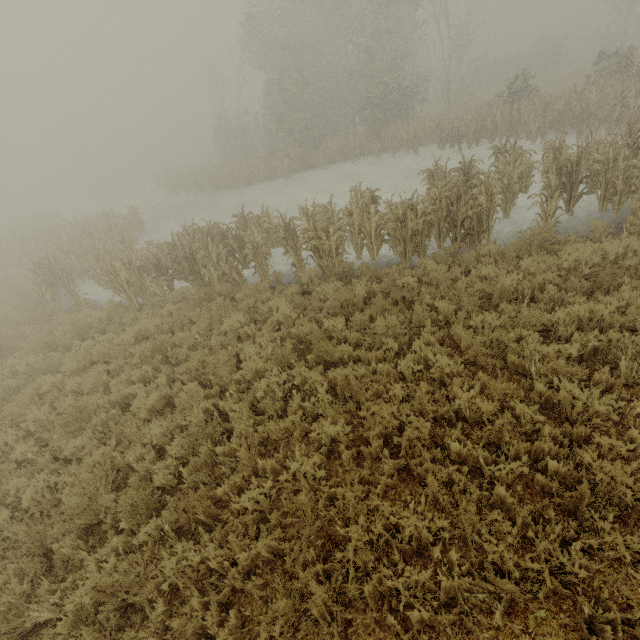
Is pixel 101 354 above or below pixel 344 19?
below
